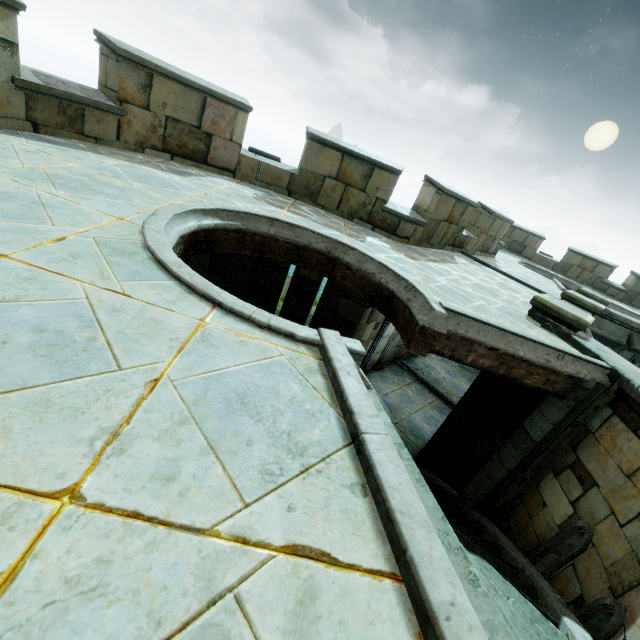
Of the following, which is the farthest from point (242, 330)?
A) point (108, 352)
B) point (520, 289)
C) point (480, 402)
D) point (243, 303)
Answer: point (520, 289)
